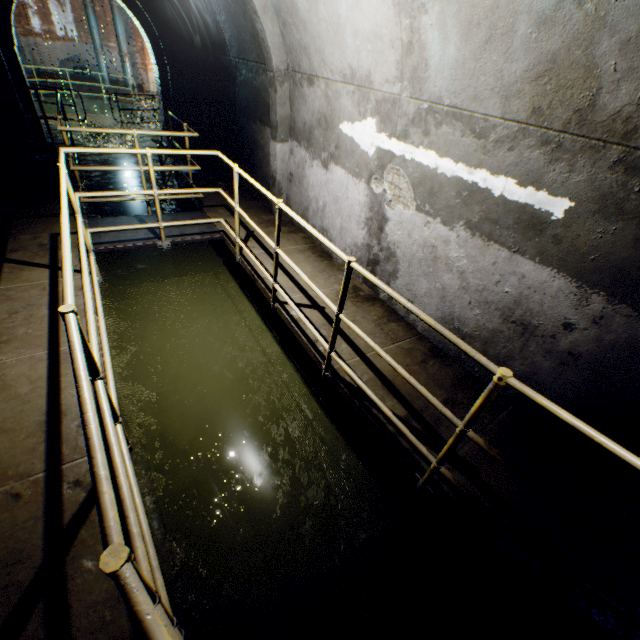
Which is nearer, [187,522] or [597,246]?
[597,246]

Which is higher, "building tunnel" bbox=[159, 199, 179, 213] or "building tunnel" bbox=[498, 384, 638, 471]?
"building tunnel" bbox=[498, 384, 638, 471]

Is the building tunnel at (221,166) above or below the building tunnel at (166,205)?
above

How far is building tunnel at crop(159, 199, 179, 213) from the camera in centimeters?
793cm

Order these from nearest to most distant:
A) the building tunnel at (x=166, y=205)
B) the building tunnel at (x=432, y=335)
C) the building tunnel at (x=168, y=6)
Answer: the building tunnel at (x=432, y=335), the building tunnel at (x=168, y=6), the building tunnel at (x=166, y=205)

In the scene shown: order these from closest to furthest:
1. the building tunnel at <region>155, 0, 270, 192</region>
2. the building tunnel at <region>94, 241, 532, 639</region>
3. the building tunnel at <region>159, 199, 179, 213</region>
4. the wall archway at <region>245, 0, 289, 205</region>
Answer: the building tunnel at <region>94, 241, 532, 639</region>, the wall archway at <region>245, 0, 289, 205</region>, the building tunnel at <region>155, 0, 270, 192</region>, the building tunnel at <region>159, 199, 179, 213</region>

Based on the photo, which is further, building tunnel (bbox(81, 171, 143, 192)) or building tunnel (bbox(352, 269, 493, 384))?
building tunnel (bbox(81, 171, 143, 192))

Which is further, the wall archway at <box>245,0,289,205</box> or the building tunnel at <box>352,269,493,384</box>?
the wall archway at <box>245,0,289,205</box>
